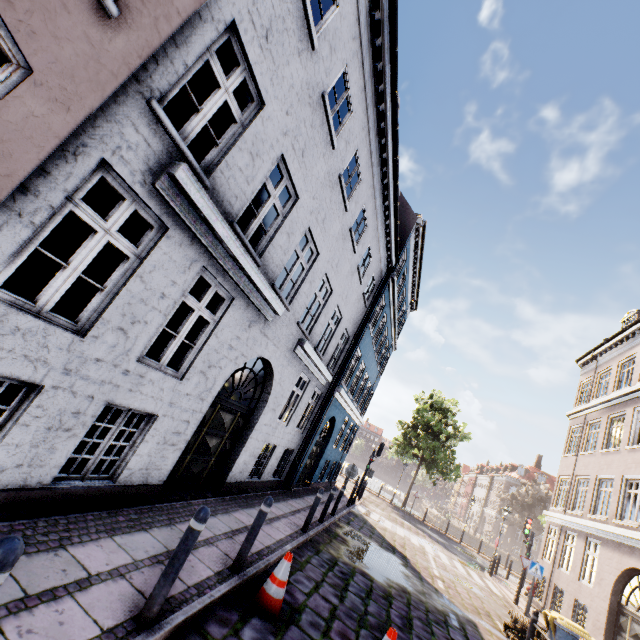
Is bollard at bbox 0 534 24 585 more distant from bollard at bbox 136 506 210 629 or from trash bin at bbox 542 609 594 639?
trash bin at bbox 542 609 594 639

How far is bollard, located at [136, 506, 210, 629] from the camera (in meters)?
3.16

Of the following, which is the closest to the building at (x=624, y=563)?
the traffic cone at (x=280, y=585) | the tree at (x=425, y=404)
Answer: the traffic cone at (x=280, y=585)

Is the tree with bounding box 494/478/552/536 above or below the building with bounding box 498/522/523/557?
above

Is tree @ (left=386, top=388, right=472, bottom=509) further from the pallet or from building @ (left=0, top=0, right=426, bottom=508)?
the pallet

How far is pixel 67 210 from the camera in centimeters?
338cm

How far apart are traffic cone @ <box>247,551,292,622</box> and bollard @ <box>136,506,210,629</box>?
1.8 meters

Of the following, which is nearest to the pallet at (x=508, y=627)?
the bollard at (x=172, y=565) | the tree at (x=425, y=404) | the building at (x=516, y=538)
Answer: the bollard at (x=172, y=565)
